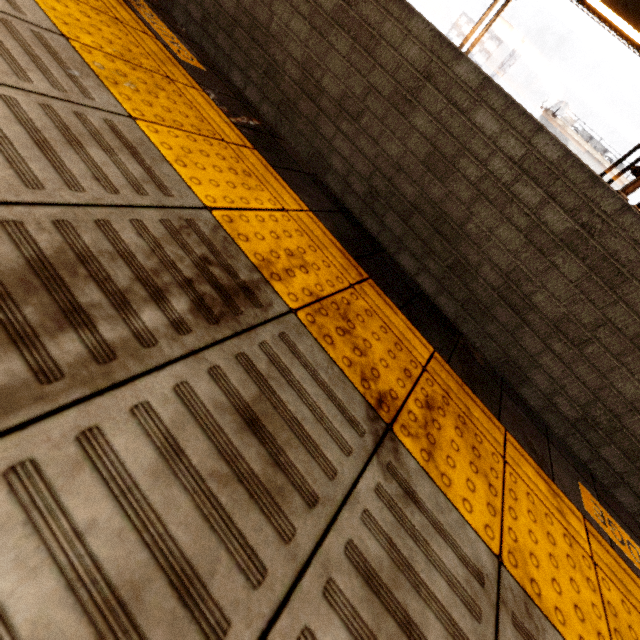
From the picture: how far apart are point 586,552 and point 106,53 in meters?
3.0

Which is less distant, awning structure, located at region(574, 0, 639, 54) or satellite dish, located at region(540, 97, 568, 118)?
awning structure, located at region(574, 0, 639, 54)

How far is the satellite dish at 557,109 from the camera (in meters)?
15.95

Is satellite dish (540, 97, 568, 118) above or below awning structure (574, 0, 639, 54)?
above

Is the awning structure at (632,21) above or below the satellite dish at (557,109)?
below

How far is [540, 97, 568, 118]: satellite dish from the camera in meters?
16.0
